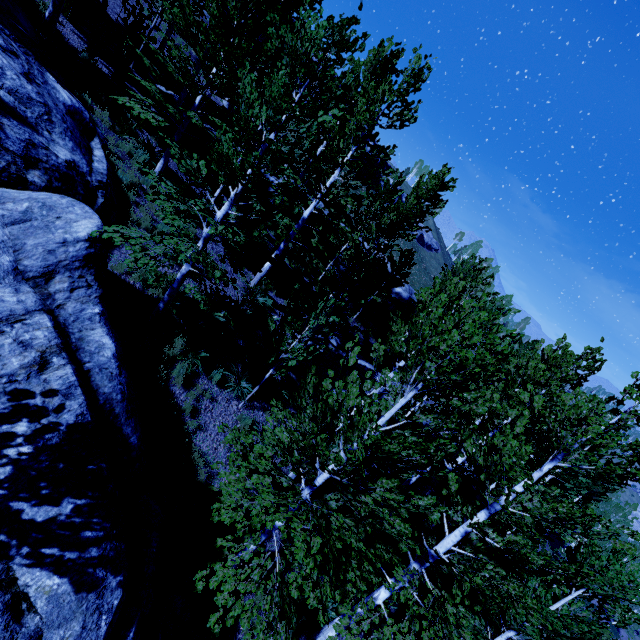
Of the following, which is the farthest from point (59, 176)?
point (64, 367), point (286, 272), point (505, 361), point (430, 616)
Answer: point (430, 616)

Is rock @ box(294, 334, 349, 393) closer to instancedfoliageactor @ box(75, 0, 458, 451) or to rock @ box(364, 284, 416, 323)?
instancedfoliageactor @ box(75, 0, 458, 451)

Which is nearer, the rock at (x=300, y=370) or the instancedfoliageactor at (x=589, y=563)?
the instancedfoliageactor at (x=589, y=563)

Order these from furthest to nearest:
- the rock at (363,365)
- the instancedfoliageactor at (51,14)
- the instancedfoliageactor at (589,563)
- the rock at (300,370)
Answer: the rock at (363,365) < the rock at (300,370) < the instancedfoliageactor at (51,14) < the instancedfoliageactor at (589,563)

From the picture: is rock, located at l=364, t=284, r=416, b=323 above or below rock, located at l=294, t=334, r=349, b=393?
above

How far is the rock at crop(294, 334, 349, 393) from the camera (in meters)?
13.76

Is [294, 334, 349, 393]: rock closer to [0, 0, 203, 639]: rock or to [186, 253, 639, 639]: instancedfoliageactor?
[186, 253, 639, 639]: instancedfoliageactor

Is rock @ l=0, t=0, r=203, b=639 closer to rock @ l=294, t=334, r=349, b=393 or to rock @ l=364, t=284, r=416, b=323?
rock @ l=294, t=334, r=349, b=393
